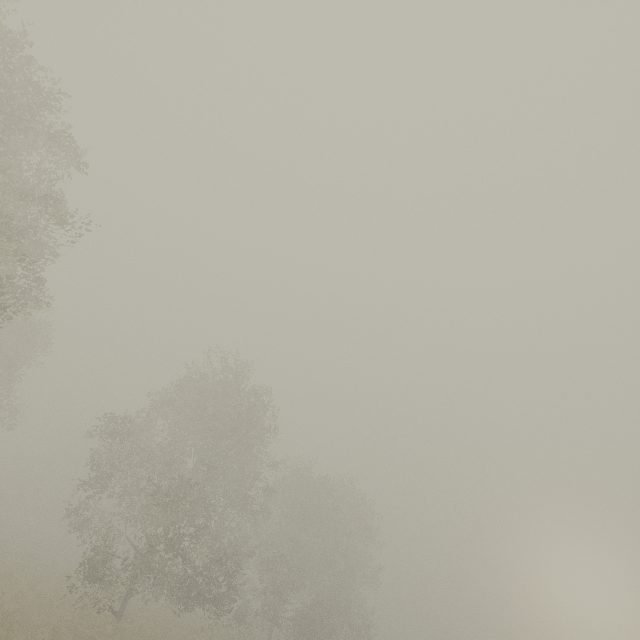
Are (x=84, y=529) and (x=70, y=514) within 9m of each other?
yes
